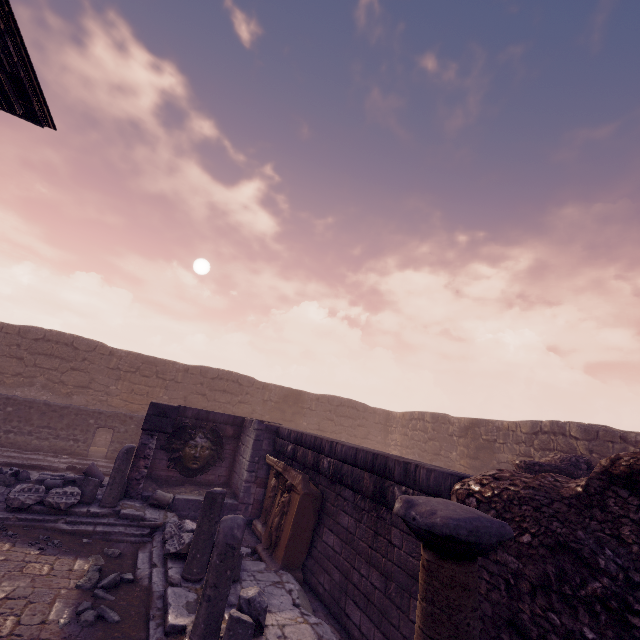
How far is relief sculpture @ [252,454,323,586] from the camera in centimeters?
670cm

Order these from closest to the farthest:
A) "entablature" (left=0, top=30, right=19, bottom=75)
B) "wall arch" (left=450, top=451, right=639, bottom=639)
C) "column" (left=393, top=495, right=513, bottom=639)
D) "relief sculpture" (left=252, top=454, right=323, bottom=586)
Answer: "column" (left=393, top=495, right=513, bottom=639) → "wall arch" (left=450, top=451, right=639, bottom=639) → "entablature" (left=0, top=30, right=19, bottom=75) → "relief sculpture" (left=252, top=454, right=323, bottom=586)

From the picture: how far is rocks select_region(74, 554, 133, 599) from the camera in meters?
4.8 m

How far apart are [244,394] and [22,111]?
16.2m

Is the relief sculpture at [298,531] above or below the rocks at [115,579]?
above

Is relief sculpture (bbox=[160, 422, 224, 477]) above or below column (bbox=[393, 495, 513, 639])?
below

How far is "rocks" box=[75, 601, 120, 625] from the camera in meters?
4.2 m

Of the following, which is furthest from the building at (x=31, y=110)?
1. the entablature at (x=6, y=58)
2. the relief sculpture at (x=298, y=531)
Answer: the relief sculpture at (x=298, y=531)
